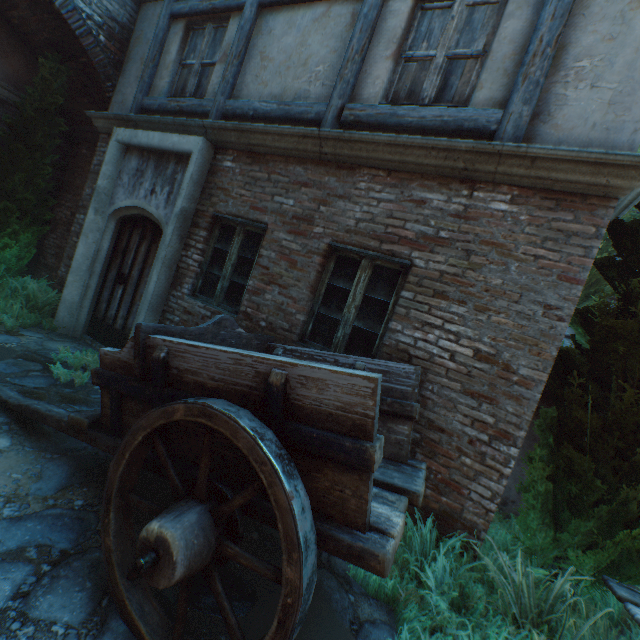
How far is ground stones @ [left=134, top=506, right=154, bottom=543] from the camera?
2.37m

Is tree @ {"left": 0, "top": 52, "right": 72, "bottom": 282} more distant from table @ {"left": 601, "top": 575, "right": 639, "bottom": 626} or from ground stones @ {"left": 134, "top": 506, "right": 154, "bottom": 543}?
table @ {"left": 601, "top": 575, "right": 639, "bottom": 626}

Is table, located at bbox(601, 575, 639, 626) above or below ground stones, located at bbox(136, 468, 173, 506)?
above

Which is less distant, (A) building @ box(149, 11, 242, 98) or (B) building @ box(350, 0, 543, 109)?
(B) building @ box(350, 0, 543, 109)

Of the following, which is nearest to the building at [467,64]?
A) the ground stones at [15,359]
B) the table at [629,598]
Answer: the ground stones at [15,359]

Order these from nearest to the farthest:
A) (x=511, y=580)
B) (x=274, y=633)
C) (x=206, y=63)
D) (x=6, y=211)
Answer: (x=274, y=633)
(x=511, y=580)
(x=206, y=63)
(x=6, y=211)

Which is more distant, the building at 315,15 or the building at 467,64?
the building at 315,15

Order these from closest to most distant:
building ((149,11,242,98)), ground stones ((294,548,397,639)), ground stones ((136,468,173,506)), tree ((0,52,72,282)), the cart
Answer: the cart < ground stones ((294,548,397,639)) < ground stones ((136,468,173,506)) < building ((149,11,242,98)) < tree ((0,52,72,282))
